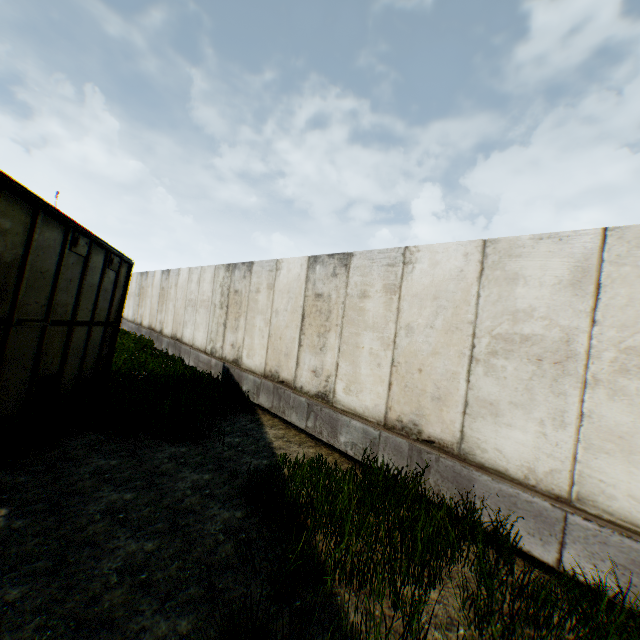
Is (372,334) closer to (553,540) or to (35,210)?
(553,540)
